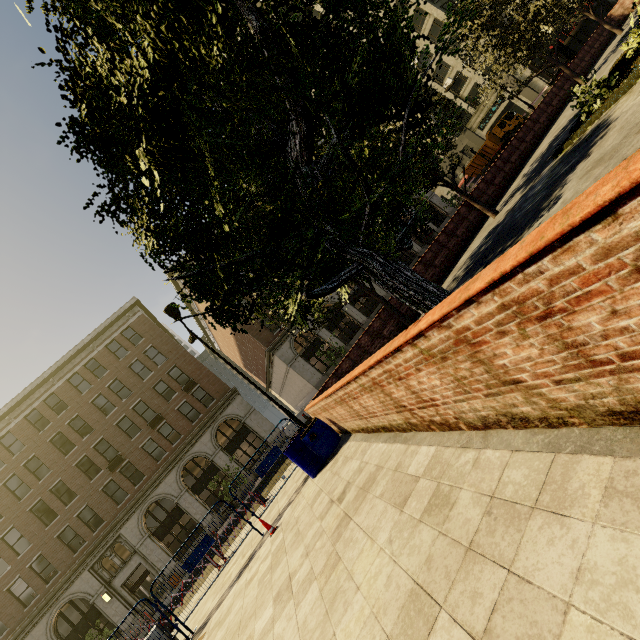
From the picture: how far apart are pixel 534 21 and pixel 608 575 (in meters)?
23.44

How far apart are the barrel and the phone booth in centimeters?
2798cm

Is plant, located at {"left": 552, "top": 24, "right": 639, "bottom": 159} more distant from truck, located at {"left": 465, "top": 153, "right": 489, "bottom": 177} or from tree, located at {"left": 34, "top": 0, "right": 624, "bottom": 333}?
truck, located at {"left": 465, "top": 153, "right": 489, "bottom": 177}

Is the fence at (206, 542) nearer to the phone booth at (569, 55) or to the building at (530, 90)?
the building at (530, 90)

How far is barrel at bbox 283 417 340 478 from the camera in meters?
8.4 m

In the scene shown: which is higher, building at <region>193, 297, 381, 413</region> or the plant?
building at <region>193, 297, 381, 413</region>

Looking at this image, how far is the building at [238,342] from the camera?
31.9m

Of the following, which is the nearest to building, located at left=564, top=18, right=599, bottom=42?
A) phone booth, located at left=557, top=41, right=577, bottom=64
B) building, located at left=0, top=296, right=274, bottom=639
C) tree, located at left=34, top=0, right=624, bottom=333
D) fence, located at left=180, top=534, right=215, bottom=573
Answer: tree, located at left=34, top=0, right=624, bottom=333
